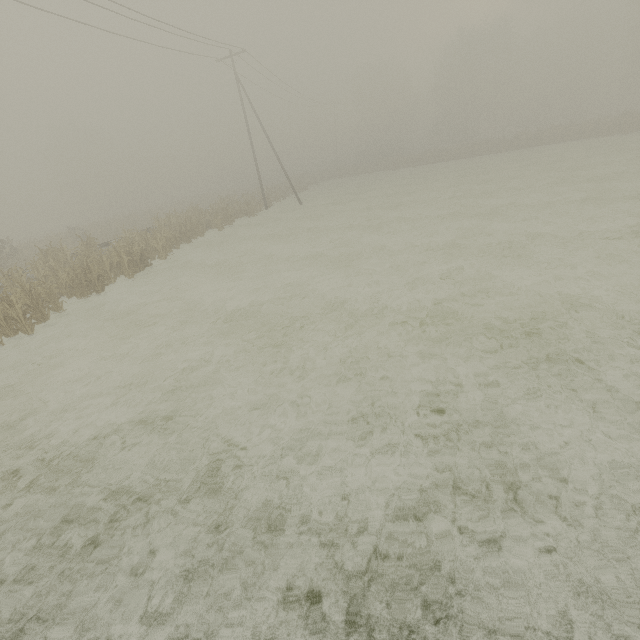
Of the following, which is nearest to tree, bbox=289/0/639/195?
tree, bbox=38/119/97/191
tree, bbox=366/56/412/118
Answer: tree, bbox=366/56/412/118

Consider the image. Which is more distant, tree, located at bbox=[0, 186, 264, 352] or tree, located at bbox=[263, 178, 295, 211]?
tree, located at bbox=[263, 178, 295, 211]

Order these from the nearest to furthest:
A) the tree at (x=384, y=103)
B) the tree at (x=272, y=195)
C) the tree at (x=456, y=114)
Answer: the tree at (x=272, y=195) < the tree at (x=456, y=114) < the tree at (x=384, y=103)

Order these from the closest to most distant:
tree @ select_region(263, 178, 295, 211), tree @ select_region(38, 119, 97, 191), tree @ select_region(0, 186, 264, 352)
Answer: tree @ select_region(0, 186, 264, 352), tree @ select_region(263, 178, 295, 211), tree @ select_region(38, 119, 97, 191)

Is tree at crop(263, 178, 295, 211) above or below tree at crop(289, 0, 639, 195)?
below

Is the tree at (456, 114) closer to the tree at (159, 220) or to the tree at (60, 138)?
the tree at (159, 220)

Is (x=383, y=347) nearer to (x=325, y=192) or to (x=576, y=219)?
(x=576, y=219)

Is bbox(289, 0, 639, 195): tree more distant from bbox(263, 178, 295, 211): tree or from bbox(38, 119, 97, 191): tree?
bbox(38, 119, 97, 191): tree
